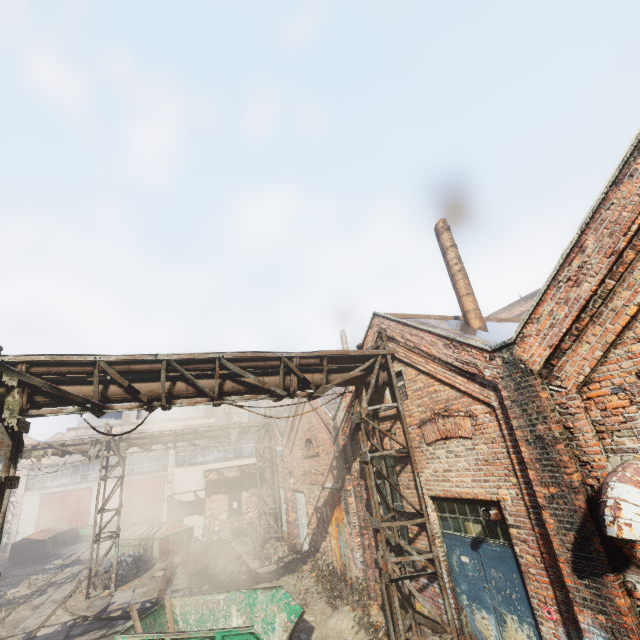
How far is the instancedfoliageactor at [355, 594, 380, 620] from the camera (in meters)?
7.66

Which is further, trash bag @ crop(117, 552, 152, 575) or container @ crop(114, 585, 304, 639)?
trash bag @ crop(117, 552, 152, 575)

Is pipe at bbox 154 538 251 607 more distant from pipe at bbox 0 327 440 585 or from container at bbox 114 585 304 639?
container at bbox 114 585 304 639

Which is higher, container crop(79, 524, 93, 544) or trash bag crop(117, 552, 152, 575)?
container crop(79, 524, 93, 544)

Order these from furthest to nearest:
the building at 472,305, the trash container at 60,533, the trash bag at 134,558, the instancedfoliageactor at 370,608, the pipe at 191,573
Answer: the trash container at 60,533 < the trash bag at 134,558 < the pipe at 191,573 < the building at 472,305 < the instancedfoliageactor at 370,608

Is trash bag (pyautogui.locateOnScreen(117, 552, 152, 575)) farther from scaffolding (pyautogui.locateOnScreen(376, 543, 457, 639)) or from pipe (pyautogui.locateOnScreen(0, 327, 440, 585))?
scaffolding (pyautogui.locateOnScreen(376, 543, 457, 639))

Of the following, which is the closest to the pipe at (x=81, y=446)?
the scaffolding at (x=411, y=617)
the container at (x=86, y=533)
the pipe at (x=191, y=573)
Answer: the scaffolding at (x=411, y=617)

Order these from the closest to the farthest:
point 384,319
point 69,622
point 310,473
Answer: point 384,319
point 69,622
point 310,473
